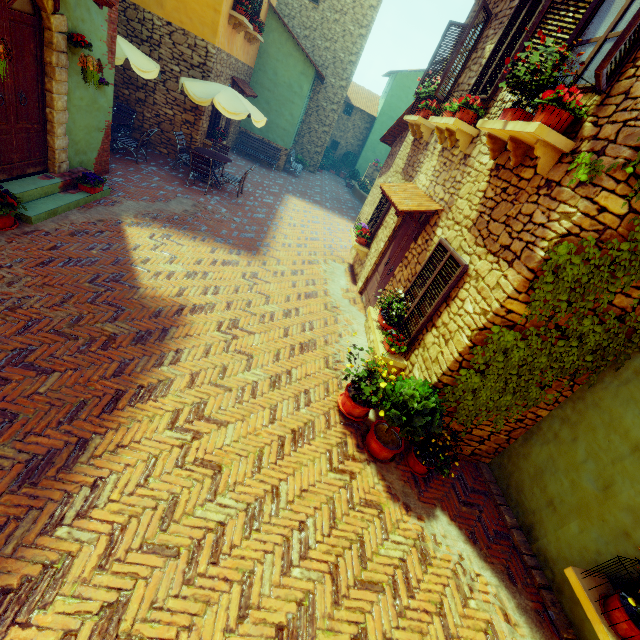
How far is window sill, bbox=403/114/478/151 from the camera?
5.5 meters

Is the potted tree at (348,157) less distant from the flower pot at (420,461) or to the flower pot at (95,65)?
the flower pot at (95,65)

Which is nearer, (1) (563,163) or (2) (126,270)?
(1) (563,163)

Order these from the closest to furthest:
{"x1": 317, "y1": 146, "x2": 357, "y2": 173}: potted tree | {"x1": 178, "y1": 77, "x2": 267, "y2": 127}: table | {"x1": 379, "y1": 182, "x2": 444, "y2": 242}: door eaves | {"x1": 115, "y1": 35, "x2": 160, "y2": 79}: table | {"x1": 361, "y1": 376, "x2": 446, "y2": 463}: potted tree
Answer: {"x1": 361, "y1": 376, "x2": 446, "y2": 463}: potted tree → {"x1": 379, "y1": 182, "x2": 444, "y2": 242}: door eaves → {"x1": 115, "y1": 35, "x2": 160, "y2": 79}: table → {"x1": 178, "y1": 77, "x2": 267, "y2": 127}: table → {"x1": 317, "y1": 146, "x2": 357, "y2": 173}: potted tree

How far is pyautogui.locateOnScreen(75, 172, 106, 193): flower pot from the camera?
6.6 meters

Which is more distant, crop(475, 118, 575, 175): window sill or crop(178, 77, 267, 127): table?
crop(178, 77, 267, 127): table

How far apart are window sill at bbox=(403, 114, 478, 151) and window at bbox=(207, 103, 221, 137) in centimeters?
830cm

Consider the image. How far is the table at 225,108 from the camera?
8.7 meters
